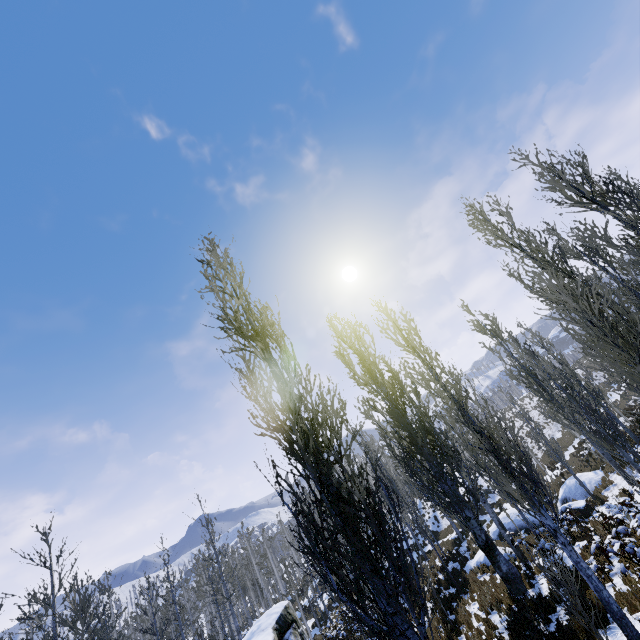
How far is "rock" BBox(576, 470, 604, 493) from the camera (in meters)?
19.22

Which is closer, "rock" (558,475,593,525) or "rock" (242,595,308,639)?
"rock" (242,595,308,639)

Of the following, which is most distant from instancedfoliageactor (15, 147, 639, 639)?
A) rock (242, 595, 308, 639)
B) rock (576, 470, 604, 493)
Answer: rock (576, 470, 604, 493)

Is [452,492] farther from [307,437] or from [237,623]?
[237,623]

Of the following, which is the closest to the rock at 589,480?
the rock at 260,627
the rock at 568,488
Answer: the rock at 568,488

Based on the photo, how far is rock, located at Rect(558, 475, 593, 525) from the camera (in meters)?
16.58

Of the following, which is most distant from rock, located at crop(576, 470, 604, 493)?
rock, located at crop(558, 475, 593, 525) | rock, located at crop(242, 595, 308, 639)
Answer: rock, located at crop(242, 595, 308, 639)
